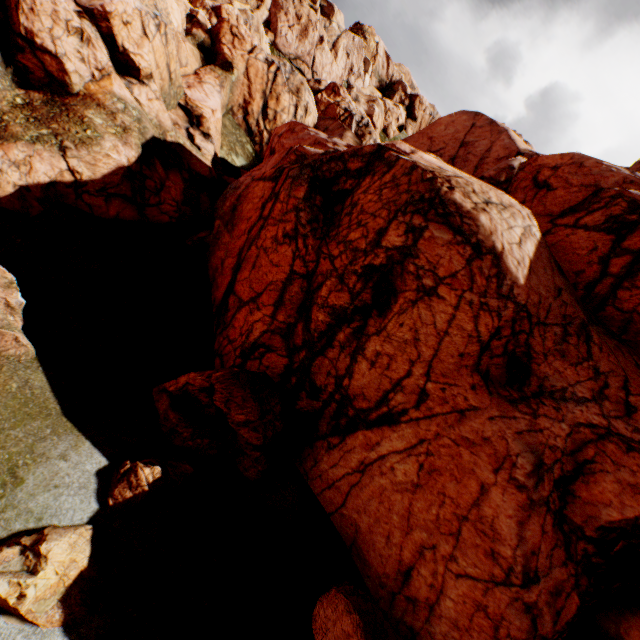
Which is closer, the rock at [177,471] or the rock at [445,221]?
the rock at [177,471]

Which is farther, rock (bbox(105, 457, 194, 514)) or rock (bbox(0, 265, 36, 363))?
rock (bbox(0, 265, 36, 363))

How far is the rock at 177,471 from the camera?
8.9m

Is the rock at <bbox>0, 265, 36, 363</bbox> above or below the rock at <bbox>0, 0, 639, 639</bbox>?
below

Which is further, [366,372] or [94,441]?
[366,372]

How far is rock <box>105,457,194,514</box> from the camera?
8.9 meters
